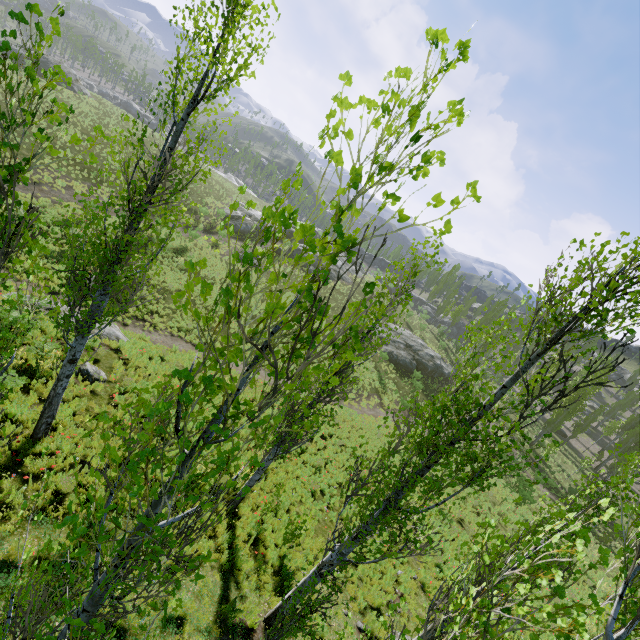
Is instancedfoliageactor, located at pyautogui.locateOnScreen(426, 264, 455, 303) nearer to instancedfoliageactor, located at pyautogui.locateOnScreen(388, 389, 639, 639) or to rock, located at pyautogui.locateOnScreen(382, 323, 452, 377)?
instancedfoliageactor, located at pyautogui.locateOnScreen(388, 389, 639, 639)

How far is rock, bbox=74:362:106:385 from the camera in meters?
11.3

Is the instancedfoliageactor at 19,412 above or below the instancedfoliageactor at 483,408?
below

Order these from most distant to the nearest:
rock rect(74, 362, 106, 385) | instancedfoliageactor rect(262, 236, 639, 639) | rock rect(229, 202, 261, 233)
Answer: rock rect(229, 202, 261, 233), rock rect(74, 362, 106, 385), instancedfoliageactor rect(262, 236, 639, 639)

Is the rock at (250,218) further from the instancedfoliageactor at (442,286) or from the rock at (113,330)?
the rock at (113,330)

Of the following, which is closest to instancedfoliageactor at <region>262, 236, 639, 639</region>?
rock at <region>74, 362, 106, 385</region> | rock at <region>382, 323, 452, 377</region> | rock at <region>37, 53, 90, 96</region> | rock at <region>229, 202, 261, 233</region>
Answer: rock at <region>74, 362, 106, 385</region>

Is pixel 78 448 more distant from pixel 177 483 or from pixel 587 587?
pixel 587 587

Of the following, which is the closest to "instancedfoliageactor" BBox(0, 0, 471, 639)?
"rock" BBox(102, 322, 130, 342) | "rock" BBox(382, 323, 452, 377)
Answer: "rock" BBox(382, 323, 452, 377)
